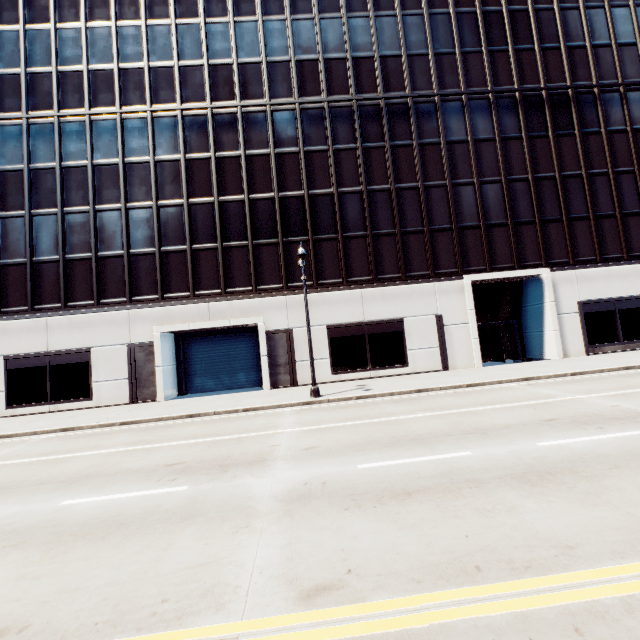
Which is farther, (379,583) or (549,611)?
(379,583)
